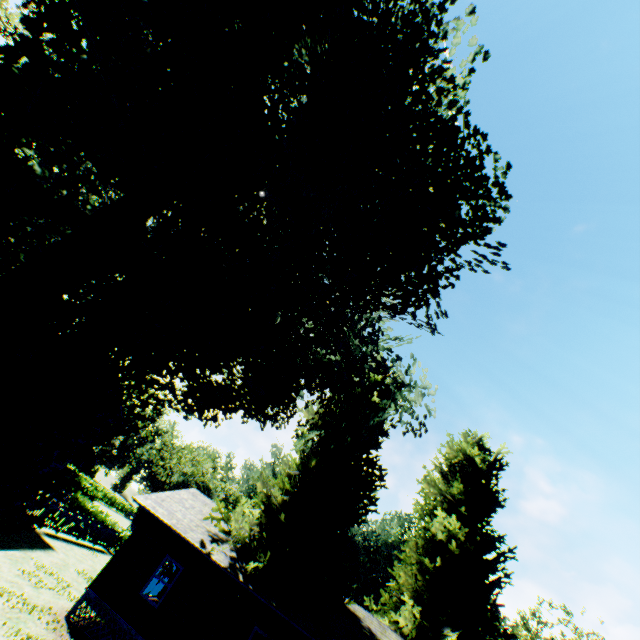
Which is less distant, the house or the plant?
the plant

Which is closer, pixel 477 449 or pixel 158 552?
pixel 158 552

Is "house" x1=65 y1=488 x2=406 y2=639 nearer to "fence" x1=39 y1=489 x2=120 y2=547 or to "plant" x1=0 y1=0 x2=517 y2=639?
"plant" x1=0 y1=0 x2=517 y2=639

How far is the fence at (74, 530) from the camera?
22.62m

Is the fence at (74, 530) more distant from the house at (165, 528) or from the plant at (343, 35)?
the house at (165, 528)

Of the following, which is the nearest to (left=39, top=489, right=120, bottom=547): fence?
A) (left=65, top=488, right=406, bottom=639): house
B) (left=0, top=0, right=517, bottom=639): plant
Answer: (left=0, top=0, right=517, bottom=639): plant

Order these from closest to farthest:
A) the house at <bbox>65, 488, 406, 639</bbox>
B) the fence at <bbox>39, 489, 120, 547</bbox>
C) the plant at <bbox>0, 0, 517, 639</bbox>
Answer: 1. the plant at <bbox>0, 0, 517, 639</bbox>
2. the house at <bbox>65, 488, 406, 639</bbox>
3. the fence at <bbox>39, 489, 120, 547</bbox>
